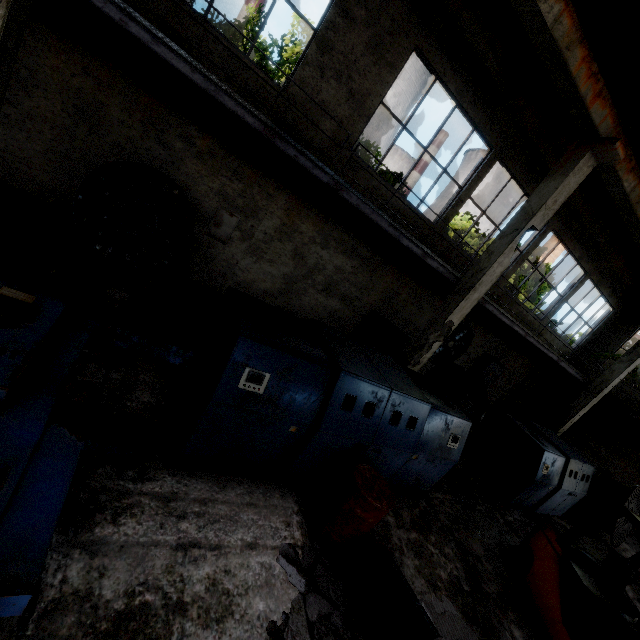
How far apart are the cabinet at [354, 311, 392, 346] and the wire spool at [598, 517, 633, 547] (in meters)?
7.89

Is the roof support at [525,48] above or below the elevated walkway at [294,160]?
above

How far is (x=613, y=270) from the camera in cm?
1408

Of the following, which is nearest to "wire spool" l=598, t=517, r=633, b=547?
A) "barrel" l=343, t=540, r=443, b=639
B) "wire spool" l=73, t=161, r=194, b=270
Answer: "barrel" l=343, t=540, r=443, b=639

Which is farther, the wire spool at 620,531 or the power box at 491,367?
the power box at 491,367

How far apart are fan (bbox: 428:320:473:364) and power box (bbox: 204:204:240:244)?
8.36m

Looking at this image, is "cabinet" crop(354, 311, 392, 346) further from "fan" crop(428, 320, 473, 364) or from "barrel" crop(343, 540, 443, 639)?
"barrel" crop(343, 540, 443, 639)

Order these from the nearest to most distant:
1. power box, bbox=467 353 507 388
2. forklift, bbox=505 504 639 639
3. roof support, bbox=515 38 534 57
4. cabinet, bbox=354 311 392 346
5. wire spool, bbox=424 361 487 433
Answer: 1. forklift, bbox=505 504 639 639
2. roof support, bbox=515 38 534 57
3. wire spool, bbox=424 361 487 433
4. cabinet, bbox=354 311 392 346
5. power box, bbox=467 353 507 388
